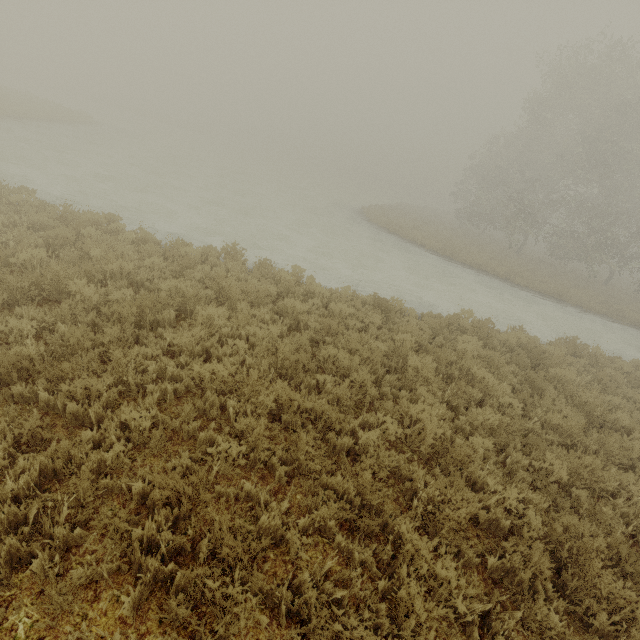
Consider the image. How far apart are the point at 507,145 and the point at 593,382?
31.62m
